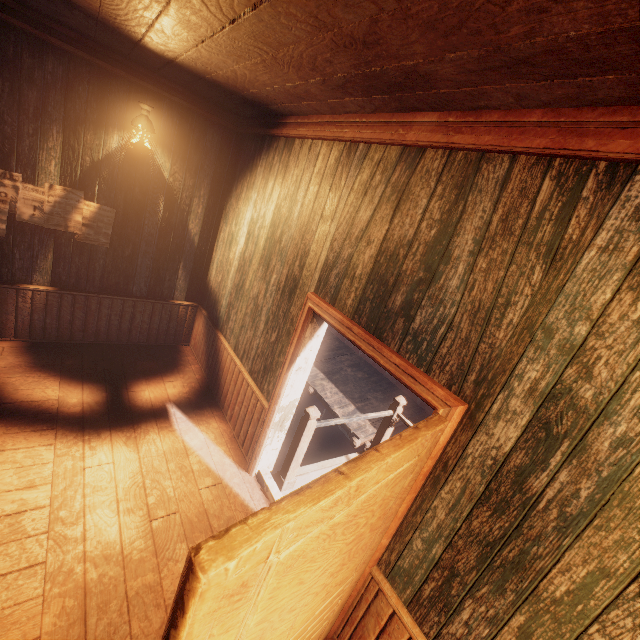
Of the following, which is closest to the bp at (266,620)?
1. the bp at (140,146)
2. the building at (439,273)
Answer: the building at (439,273)

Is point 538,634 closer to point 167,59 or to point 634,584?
point 634,584

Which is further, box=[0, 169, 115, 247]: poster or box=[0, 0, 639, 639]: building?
box=[0, 169, 115, 247]: poster

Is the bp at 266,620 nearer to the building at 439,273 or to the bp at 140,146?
the building at 439,273

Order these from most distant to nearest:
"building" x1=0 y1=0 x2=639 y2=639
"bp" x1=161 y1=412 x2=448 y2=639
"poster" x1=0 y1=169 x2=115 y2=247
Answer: "poster" x1=0 y1=169 x2=115 y2=247 < "building" x1=0 y1=0 x2=639 y2=639 < "bp" x1=161 y1=412 x2=448 y2=639

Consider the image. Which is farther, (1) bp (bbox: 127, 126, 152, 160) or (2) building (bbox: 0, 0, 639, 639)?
(1) bp (bbox: 127, 126, 152, 160)

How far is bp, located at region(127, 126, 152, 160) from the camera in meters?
4.1 m

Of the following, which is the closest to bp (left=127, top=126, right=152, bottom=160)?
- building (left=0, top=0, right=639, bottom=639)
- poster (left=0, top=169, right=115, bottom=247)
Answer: building (left=0, top=0, right=639, bottom=639)
